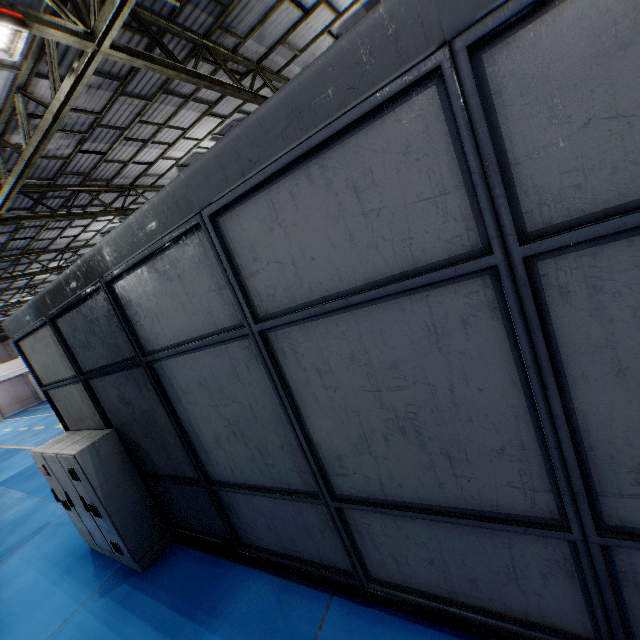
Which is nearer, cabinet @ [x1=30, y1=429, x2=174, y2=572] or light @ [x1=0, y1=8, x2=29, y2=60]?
light @ [x1=0, y1=8, x2=29, y2=60]

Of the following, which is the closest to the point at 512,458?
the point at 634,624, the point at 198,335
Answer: the point at 634,624

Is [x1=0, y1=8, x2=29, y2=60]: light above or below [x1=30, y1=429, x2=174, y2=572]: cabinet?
above

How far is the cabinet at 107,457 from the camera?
4.8 meters

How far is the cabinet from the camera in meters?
4.8 m

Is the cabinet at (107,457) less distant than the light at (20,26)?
No
